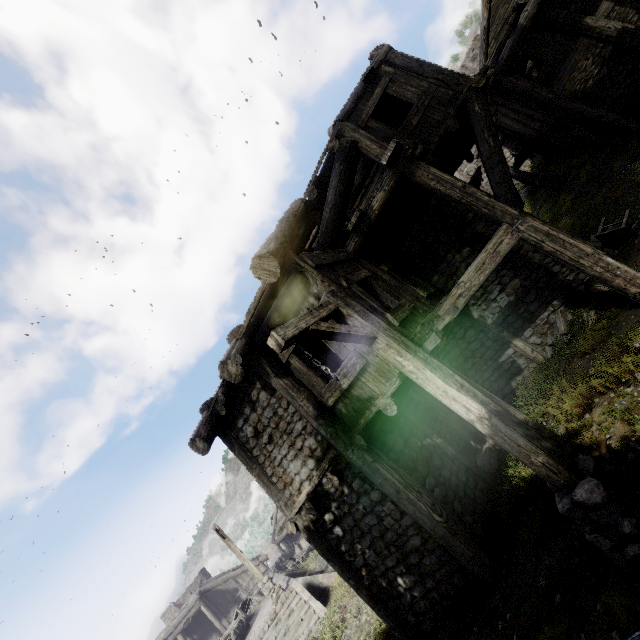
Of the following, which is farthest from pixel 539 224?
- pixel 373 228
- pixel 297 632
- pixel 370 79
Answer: pixel 297 632

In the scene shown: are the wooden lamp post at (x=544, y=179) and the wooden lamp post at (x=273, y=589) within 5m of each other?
no

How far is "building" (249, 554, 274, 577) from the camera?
29.5m

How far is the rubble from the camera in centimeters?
709cm

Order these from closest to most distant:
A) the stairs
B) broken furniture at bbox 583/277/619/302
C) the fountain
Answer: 1. broken furniture at bbox 583/277/619/302
2. the stairs
3. the fountain

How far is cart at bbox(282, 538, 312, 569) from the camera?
26.0 meters

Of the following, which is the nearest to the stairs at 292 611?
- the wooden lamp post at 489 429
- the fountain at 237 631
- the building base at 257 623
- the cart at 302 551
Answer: the building base at 257 623

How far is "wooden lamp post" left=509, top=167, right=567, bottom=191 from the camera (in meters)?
17.86
